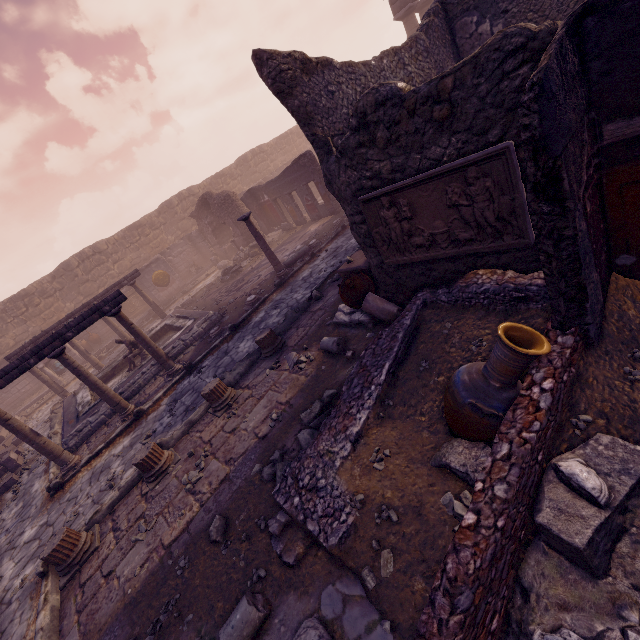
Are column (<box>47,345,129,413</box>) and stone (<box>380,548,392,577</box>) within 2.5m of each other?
no

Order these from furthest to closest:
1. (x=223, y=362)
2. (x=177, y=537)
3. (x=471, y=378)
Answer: (x=223, y=362)
(x=177, y=537)
(x=471, y=378)

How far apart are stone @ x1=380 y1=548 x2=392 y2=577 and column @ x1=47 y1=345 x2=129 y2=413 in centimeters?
791cm

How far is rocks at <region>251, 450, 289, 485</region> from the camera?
4.2m

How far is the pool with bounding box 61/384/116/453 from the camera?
9.0m

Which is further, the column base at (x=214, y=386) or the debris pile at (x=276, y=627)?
the column base at (x=214, y=386)

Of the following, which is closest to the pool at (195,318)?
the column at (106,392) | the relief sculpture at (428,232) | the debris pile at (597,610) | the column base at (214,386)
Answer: the column at (106,392)

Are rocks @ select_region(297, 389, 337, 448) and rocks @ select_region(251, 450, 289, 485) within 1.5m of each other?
yes
